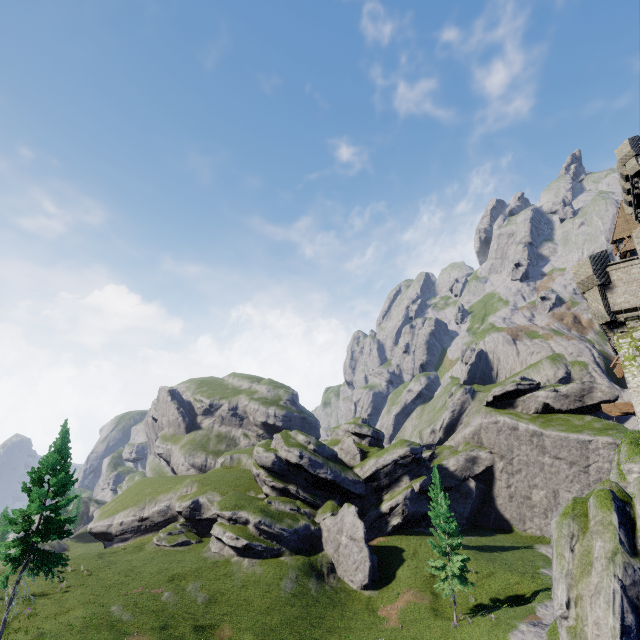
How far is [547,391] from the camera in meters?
54.8 m

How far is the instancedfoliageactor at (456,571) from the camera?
30.8m

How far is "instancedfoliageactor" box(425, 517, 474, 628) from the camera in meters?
30.8 m

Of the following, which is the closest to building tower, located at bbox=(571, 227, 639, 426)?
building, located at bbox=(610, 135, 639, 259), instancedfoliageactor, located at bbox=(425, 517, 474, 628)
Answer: building, located at bbox=(610, 135, 639, 259)

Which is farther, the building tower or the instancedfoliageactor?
the instancedfoliageactor

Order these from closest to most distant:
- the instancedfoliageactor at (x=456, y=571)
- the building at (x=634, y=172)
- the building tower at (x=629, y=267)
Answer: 1. the building tower at (x=629, y=267)
2. the building at (x=634, y=172)
3. the instancedfoliageactor at (x=456, y=571)

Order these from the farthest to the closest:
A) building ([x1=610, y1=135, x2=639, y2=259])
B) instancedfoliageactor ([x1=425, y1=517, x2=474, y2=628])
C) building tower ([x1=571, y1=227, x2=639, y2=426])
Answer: instancedfoliageactor ([x1=425, y1=517, x2=474, y2=628]) < building ([x1=610, y1=135, x2=639, y2=259]) < building tower ([x1=571, y1=227, x2=639, y2=426])
